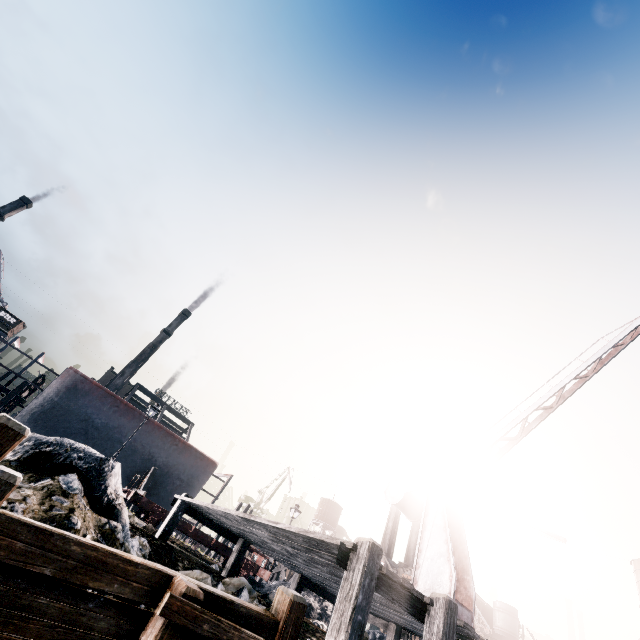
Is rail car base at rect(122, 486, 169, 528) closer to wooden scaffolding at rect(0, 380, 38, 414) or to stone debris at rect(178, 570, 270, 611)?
stone debris at rect(178, 570, 270, 611)

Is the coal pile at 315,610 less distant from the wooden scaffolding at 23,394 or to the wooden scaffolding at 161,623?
the wooden scaffolding at 161,623

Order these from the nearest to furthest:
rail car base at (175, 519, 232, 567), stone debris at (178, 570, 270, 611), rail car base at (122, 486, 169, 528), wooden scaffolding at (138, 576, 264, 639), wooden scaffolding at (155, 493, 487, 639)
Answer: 1. wooden scaffolding at (138, 576, 264, 639)
2. wooden scaffolding at (155, 493, 487, 639)
3. stone debris at (178, 570, 270, 611)
4. rail car base at (122, 486, 169, 528)
5. rail car base at (175, 519, 232, 567)

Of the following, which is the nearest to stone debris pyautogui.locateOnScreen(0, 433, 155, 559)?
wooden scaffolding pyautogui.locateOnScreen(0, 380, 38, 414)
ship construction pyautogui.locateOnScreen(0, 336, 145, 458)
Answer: wooden scaffolding pyautogui.locateOnScreen(0, 380, 38, 414)

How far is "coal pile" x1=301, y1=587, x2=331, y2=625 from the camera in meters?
14.8 m

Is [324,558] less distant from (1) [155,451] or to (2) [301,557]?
(2) [301,557]

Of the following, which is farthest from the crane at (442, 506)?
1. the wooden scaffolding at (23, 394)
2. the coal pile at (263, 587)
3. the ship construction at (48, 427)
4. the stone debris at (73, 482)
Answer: the wooden scaffolding at (23, 394)

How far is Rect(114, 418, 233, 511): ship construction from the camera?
27.4 meters
